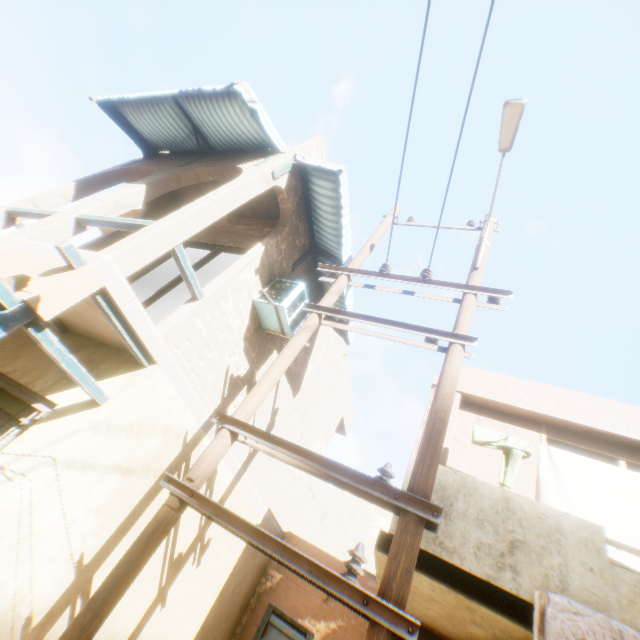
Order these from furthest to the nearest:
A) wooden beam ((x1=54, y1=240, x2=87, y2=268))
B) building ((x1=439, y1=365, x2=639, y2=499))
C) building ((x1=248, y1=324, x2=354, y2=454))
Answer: building ((x1=248, y1=324, x2=354, y2=454)) → building ((x1=439, y1=365, x2=639, y2=499)) → wooden beam ((x1=54, y1=240, x2=87, y2=268))

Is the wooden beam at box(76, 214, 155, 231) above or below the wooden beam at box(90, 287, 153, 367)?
above

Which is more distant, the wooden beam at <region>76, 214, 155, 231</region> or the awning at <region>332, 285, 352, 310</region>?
the awning at <region>332, 285, 352, 310</region>

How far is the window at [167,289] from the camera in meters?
6.3

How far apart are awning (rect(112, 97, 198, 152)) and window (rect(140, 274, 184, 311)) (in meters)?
1.41

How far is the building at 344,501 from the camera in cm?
686

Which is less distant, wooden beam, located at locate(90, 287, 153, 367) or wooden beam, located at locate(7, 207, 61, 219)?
wooden beam, located at locate(90, 287, 153, 367)

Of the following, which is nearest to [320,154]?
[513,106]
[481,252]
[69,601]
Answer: [513,106]
